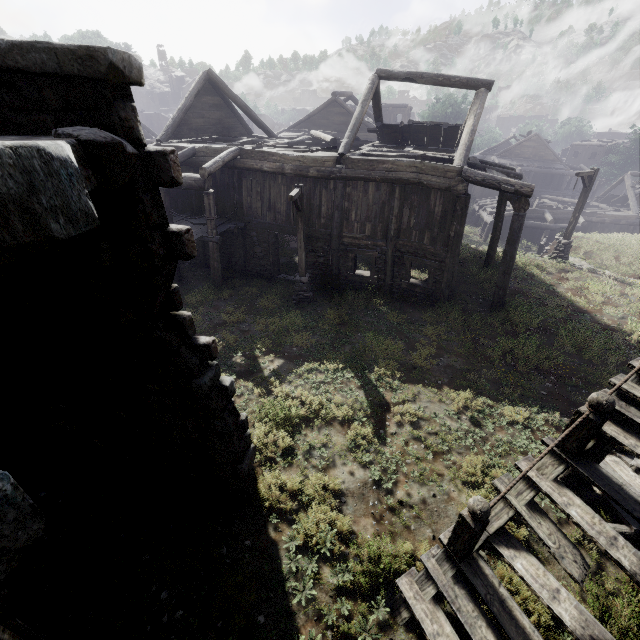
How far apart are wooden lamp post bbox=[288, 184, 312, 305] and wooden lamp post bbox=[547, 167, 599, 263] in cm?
1106

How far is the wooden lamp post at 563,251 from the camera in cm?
1564

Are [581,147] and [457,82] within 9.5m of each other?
no

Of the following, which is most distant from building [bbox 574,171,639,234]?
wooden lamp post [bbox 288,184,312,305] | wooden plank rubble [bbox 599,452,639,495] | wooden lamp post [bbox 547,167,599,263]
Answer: wooden lamp post [bbox 547,167,599,263]

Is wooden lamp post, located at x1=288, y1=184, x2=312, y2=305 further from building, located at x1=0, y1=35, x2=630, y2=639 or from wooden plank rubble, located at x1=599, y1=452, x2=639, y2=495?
wooden plank rubble, located at x1=599, y1=452, x2=639, y2=495

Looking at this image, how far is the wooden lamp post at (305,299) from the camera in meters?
11.3
